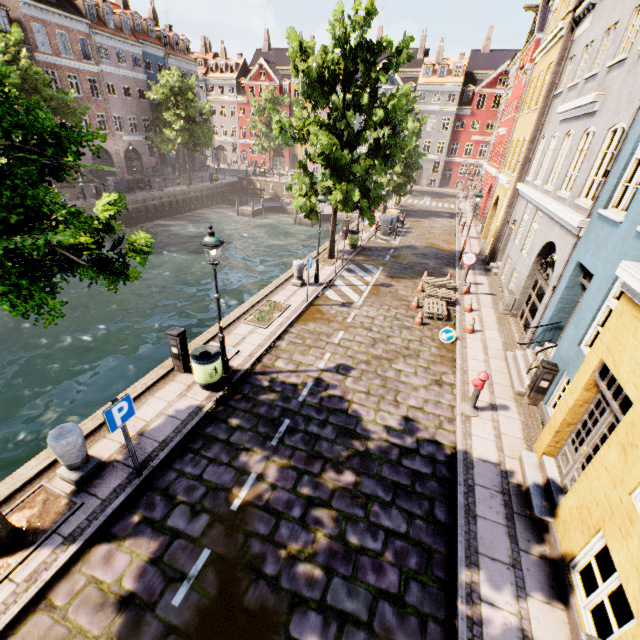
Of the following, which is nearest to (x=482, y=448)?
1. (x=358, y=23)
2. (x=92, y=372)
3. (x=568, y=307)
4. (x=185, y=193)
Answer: (x=568, y=307)

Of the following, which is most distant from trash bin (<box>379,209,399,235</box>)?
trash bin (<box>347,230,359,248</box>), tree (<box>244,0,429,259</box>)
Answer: → tree (<box>244,0,429,259</box>)

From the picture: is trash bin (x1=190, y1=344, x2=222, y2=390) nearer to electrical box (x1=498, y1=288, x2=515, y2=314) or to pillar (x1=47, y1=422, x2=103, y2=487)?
pillar (x1=47, y1=422, x2=103, y2=487)

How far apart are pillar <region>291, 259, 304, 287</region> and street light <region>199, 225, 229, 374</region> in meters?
6.2

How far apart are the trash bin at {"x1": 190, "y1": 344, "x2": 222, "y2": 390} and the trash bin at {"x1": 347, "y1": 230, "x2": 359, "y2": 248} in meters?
13.2 m

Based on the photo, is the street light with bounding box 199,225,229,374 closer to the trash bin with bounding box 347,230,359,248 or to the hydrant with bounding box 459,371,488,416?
the hydrant with bounding box 459,371,488,416

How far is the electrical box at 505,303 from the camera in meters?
12.8

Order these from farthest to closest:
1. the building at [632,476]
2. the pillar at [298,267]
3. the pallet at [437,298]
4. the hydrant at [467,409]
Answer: the pillar at [298,267] < the pallet at [437,298] < the hydrant at [467,409] < the building at [632,476]
